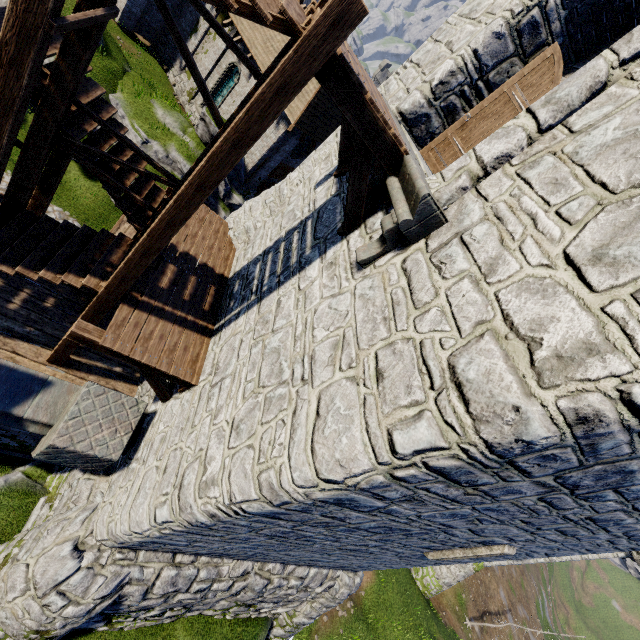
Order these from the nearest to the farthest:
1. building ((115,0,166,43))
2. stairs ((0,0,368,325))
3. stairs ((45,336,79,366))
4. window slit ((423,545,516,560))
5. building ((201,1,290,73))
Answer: stairs ((0,0,368,325)), window slit ((423,545,516,560)), stairs ((45,336,79,366)), building ((201,1,290,73)), building ((115,0,166,43))

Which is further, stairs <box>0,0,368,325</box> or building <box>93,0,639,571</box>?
stairs <box>0,0,368,325</box>

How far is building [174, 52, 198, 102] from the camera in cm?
2205

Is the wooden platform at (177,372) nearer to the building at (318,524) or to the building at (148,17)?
the building at (318,524)

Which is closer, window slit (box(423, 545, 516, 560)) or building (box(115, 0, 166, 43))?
window slit (box(423, 545, 516, 560))

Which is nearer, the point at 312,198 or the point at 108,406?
the point at 108,406

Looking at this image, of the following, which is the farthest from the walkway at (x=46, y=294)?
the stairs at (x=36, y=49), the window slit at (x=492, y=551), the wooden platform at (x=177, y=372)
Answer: the window slit at (x=492, y=551)

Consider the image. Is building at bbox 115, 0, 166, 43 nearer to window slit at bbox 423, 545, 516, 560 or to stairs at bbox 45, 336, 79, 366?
stairs at bbox 45, 336, 79, 366
